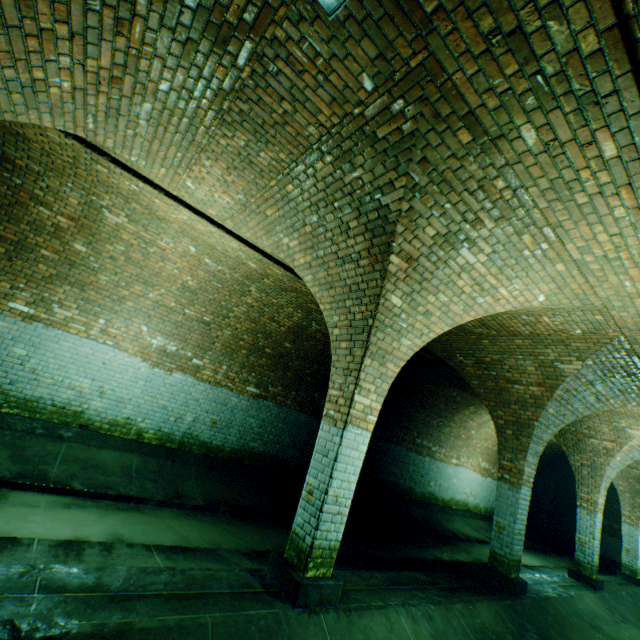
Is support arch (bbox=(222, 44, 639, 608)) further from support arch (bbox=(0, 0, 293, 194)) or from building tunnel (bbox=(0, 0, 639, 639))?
support arch (bbox=(0, 0, 293, 194))

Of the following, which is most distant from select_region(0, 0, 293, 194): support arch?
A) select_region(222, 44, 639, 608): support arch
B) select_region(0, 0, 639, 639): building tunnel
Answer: select_region(222, 44, 639, 608): support arch

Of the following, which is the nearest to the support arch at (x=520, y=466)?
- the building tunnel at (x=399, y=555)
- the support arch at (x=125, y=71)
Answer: the building tunnel at (x=399, y=555)

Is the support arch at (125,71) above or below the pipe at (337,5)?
above

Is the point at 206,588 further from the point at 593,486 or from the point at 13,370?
the point at 593,486

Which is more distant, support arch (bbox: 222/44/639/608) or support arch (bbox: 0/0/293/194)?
support arch (bbox: 222/44/639/608)

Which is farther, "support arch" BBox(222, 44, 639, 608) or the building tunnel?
"support arch" BBox(222, 44, 639, 608)
